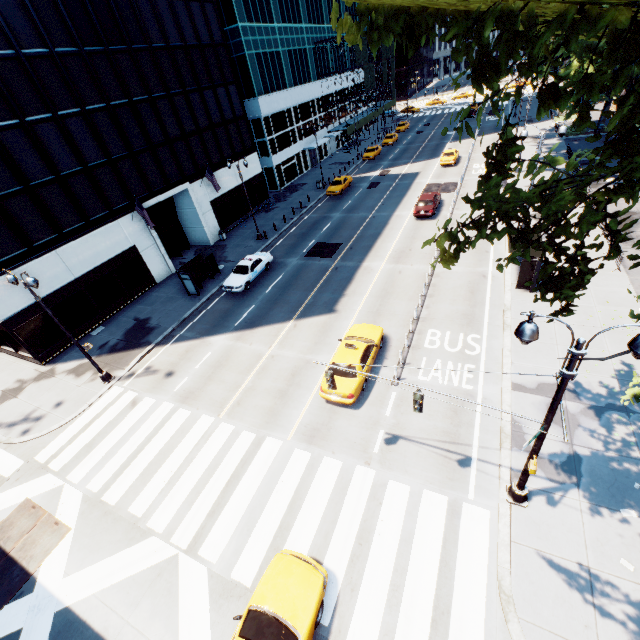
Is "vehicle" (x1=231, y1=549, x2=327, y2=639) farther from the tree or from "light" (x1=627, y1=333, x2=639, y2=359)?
the tree

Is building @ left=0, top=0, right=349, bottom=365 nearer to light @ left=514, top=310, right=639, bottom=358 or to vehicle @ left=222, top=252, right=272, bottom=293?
vehicle @ left=222, top=252, right=272, bottom=293

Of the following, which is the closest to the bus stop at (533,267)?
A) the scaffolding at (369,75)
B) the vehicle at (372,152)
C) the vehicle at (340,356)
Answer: the vehicle at (340,356)

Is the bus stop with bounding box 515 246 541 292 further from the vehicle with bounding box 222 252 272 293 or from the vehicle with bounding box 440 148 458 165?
the vehicle with bounding box 440 148 458 165

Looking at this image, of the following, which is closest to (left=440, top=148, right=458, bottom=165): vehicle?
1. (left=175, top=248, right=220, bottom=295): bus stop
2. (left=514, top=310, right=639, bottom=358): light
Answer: (left=175, top=248, right=220, bottom=295): bus stop

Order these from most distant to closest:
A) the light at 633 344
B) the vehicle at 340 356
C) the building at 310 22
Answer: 1. the building at 310 22
2. the vehicle at 340 356
3. the light at 633 344

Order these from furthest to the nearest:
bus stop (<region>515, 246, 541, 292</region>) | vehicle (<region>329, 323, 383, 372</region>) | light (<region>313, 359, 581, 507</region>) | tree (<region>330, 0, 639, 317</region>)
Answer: bus stop (<region>515, 246, 541, 292</region>), vehicle (<region>329, 323, 383, 372</region>), light (<region>313, 359, 581, 507</region>), tree (<region>330, 0, 639, 317</region>)

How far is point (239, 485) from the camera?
12.7m
